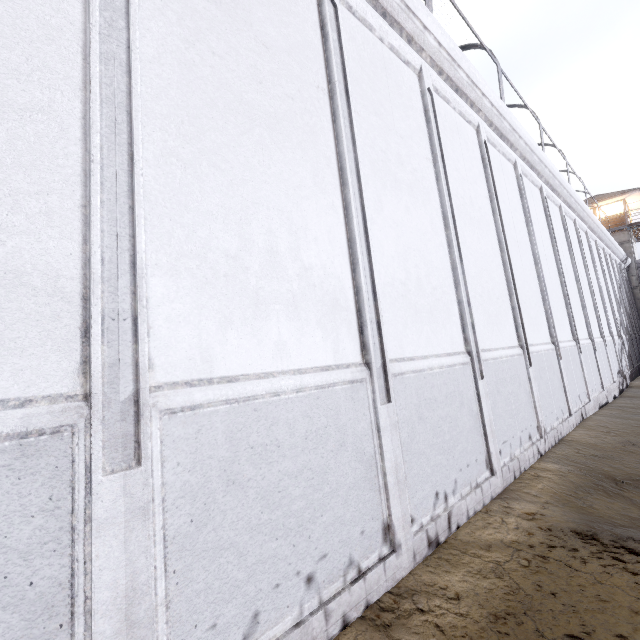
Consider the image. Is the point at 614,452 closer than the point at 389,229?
No
